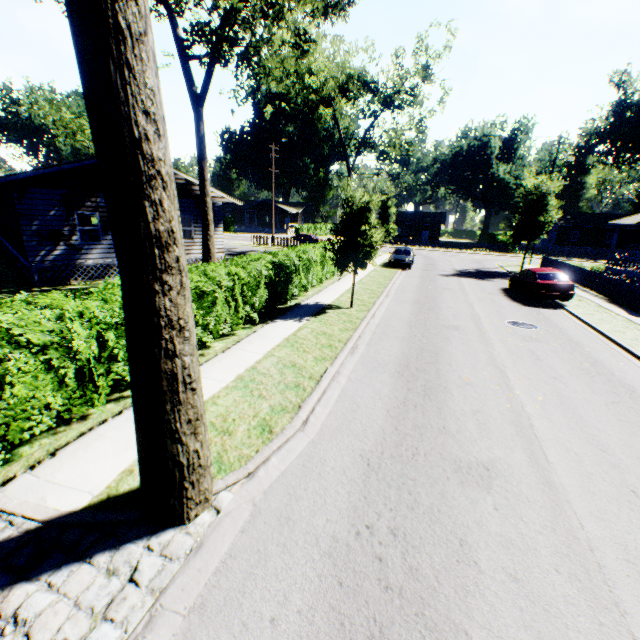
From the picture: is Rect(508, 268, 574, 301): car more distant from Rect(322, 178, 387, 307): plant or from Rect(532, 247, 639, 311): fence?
Rect(322, 178, 387, 307): plant

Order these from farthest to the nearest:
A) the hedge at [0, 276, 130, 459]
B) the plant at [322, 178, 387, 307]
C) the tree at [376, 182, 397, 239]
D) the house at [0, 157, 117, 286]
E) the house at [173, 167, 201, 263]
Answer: the tree at [376, 182, 397, 239] → the house at [173, 167, 201, 263] → the house at [0, 157, 117, 286] → the plant at [322, 178, 387, 307] → the hedge at [0, 276, 130, 459]

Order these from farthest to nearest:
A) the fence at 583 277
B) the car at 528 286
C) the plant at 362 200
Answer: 1. the fence at 583 277
2. the car at 528 286
3. the plant at 362 200

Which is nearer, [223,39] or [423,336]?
[423,336]

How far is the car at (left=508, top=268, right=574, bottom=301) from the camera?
16.4m

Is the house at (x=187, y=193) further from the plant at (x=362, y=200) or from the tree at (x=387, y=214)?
the tree at (x=387, y=214)

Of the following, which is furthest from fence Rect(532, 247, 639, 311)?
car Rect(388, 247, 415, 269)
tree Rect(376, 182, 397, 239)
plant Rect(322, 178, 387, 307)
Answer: tree Rect(376, 182, 397, 239)

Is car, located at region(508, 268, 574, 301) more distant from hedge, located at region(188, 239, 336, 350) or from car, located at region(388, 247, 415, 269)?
hedge, located at region(188, 239, 336, 350)
